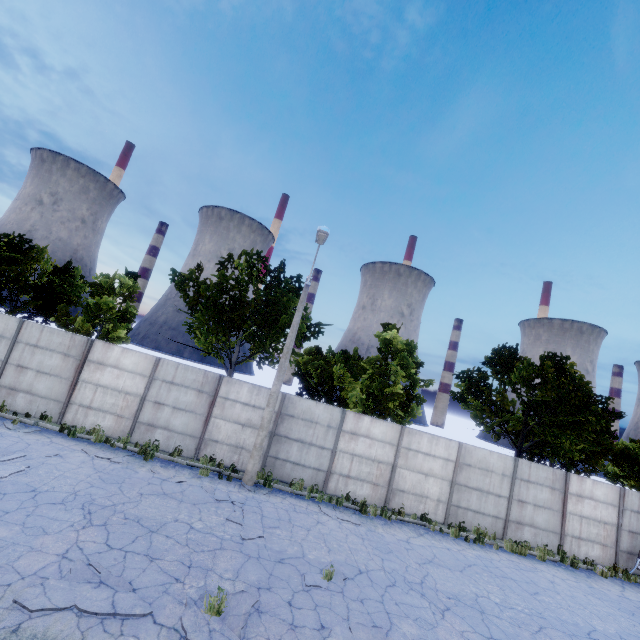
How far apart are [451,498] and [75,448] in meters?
15.6

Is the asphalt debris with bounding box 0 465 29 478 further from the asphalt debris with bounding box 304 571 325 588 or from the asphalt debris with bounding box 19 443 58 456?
the asphalt debris with bounding box 304 571 325 588

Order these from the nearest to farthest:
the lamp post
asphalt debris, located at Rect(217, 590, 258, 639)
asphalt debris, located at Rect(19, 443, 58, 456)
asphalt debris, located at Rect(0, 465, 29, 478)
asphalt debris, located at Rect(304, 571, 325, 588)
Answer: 1. asphalt debris, located at Rect(217, 590, 258, 639)
2. asphalt debris, located at Rect(304, 571, 325, 588)
3. asphalt debris, located at Rect(0, 465, 29, 478)
4. asphalt debris, located at Rect(19, 443, 58, 456)
5. the lamp post

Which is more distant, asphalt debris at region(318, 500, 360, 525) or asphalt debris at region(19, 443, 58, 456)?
asphalt debris at region(318, 500, 360, 525)

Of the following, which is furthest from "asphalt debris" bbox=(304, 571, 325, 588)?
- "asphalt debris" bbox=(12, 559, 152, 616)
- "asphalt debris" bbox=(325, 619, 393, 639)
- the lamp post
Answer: the lamp post

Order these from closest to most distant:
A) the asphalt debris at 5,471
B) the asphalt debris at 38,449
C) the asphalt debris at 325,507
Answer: the asphalt debris at 5,471, the asphalt debris at 38,449, the asphalt debris at 325,507

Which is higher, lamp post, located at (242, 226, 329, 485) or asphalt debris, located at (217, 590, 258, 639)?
lamp post, located at (242, 226, 329, 485)

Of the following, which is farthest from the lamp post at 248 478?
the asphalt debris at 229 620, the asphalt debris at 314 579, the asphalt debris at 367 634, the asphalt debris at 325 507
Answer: the asphalt debris at 367 634
